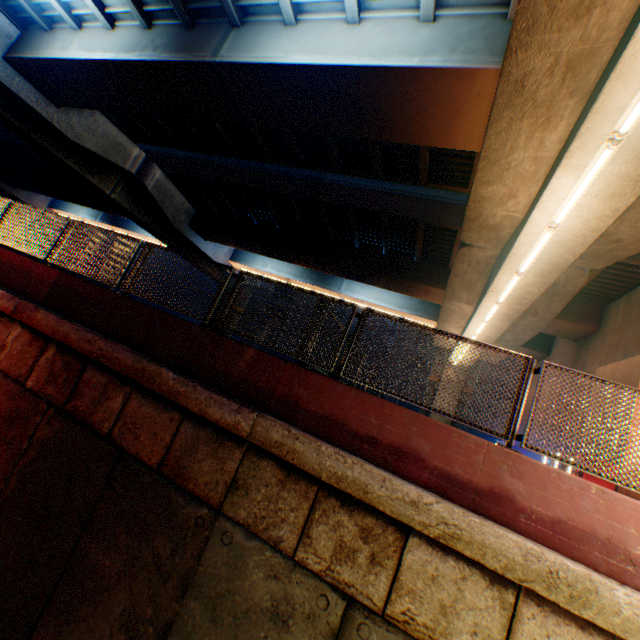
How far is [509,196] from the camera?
7.9m

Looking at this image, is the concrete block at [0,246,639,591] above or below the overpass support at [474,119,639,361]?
below

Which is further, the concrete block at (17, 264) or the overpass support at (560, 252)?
the overpass support at (560, 252)

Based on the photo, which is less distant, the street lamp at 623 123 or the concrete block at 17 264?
the concrete block at 17 264

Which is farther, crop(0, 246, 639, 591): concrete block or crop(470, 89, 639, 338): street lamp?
crop(470, 89, 639, 338): street lamp

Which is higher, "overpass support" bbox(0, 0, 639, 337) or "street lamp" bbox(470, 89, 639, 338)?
"overpass support" bbox(0, 0, 639, 337)

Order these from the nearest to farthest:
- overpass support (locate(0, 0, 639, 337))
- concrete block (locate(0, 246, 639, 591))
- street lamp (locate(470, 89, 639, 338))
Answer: concrete block (locate(0, 246, 639, 591)), street lamp (locate(470, 89, 639, 338)), overpass support (locate(0, 0, 639, 337))

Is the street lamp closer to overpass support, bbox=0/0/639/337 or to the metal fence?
overpass support, bbox=0/0/639/337
